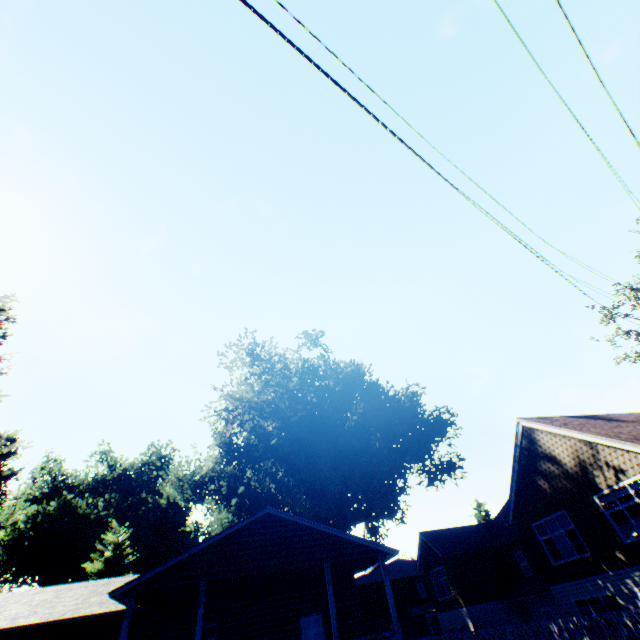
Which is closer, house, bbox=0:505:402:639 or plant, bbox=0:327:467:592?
house, bbox=0:505:402:639

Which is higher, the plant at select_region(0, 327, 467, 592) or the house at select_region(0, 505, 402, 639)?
the plant at select_region(0, 327, 467, 592)

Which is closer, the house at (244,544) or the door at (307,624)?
the house at (244,544)

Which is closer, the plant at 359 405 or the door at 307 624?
the door at 307 624

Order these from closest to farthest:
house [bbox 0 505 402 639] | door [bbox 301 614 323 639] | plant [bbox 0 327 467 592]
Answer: house [bbox 0 505 402 639] < door [bbox 301 614 323 639] < plant [bbox 0 327 467 592]

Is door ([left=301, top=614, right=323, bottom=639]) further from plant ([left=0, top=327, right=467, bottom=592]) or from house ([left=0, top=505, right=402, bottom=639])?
plant ([left=0, top=327, right=467, bottom=592])

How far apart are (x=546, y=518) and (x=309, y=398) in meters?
23.1 m

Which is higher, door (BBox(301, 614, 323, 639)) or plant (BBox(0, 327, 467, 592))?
plant (BBox(0, 327, 467, 592))
